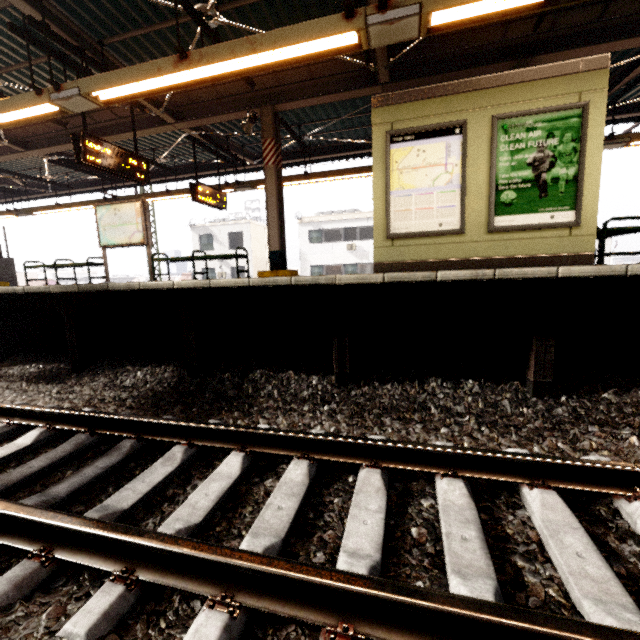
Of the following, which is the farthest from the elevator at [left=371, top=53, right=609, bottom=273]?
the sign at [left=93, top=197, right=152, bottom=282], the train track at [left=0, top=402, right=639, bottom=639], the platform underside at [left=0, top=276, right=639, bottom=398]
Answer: the sign at [left=93, top=197, right=152, bottom=282]

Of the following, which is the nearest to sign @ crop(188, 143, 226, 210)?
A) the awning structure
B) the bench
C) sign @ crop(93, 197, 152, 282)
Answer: the awning structure

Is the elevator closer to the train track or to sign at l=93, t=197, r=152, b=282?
the train track

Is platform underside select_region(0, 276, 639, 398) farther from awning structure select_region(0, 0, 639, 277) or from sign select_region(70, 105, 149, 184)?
sign select_region(70, 105, 149, 184)

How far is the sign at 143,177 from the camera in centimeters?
570cm

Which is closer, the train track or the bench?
the train track

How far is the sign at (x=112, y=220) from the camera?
8.1m

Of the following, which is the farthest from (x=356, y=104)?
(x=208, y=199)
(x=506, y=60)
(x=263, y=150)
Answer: (x=208, y=199)
